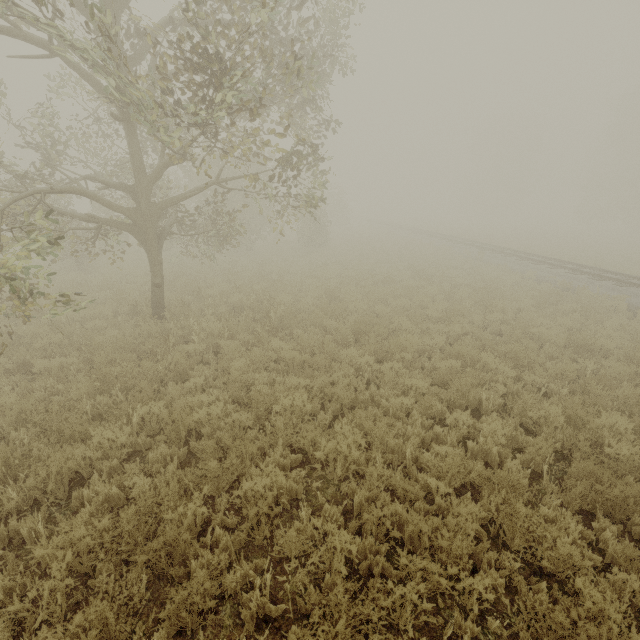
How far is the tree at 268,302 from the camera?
8.7m

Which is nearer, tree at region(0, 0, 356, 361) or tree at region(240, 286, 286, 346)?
tree at region(0, 0, 356, 361)

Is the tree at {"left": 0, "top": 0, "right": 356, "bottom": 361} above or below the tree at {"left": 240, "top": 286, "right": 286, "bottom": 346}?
above

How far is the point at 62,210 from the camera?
8.57m

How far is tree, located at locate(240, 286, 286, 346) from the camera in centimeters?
873cm

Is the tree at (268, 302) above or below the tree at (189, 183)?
below
